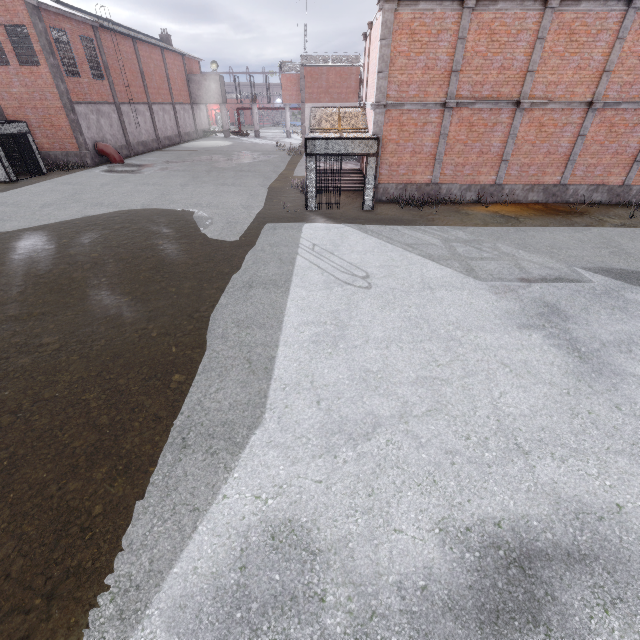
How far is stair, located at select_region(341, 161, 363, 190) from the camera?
17.7m

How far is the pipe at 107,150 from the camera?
24.6m

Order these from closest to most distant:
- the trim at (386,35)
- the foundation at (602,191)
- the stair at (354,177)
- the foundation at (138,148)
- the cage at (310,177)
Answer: the trim at (386,35) → the cage at (310,177) → the foundation at (602,191) → the stair at (354,177) → the foundation at (138,148)

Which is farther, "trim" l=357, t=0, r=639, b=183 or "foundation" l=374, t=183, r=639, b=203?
"foundation" l=374, t=183, r=639, b=203

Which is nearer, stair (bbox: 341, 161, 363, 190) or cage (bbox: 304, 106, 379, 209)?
cage (bbox: 304, 106, 379, 209)

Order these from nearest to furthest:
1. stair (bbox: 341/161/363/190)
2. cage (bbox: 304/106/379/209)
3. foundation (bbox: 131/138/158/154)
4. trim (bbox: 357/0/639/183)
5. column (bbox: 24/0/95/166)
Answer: trim (bbox: 357/0/639/183), cage (bbox: 304/106/379/209), stair (bbox: 341/161/363/190), column (bbox: 24/0/95/166), foundation (bbox: 131/138/158/154)

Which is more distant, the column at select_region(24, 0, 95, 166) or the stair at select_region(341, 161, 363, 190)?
the column at select_region(24, 0, 95, 166)

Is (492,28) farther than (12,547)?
Yes
